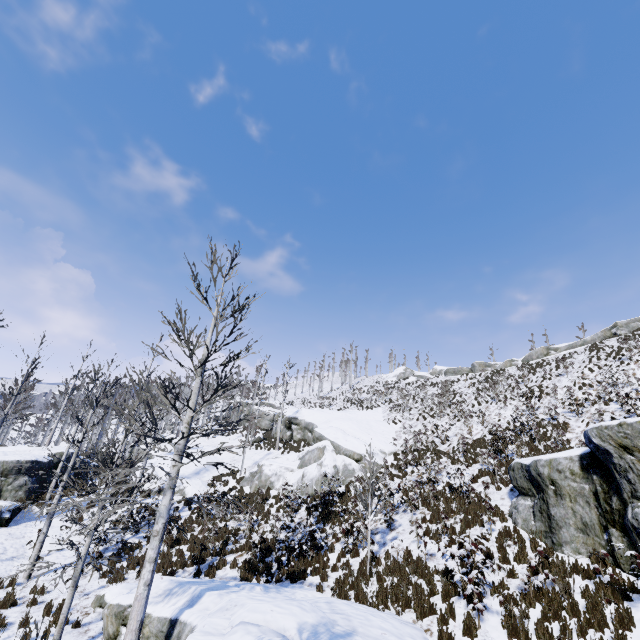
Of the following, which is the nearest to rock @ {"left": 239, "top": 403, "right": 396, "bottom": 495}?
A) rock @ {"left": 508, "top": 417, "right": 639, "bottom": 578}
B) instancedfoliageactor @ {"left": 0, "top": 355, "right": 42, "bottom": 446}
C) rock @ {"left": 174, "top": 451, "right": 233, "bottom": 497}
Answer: rock @ {"left": 174, "top": 451, "right": 233, "bottom": 497}

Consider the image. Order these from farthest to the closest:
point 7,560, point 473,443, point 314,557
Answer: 1. point 473,443
2. point 7,560
3. point 314,557

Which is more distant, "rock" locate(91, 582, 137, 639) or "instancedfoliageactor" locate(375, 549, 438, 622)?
"rock" locate(91, 582, 137, 639)

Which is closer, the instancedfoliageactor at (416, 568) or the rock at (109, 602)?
the rock at (109, 602)

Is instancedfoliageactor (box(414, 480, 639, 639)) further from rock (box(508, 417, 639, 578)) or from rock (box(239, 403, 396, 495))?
rock (box(239, 403, 396, 495))

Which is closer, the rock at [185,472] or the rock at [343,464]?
the rock at [343,464]

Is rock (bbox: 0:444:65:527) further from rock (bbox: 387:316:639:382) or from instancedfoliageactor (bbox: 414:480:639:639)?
rock (bbox: 387:316:639:382)

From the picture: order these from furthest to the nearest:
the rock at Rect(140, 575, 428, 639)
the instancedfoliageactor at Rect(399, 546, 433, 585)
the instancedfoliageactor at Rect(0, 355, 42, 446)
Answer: the instancedfoliageactor at Rect(0, 355, 42, 446) → the instancedfoliageactor at Rect(399, 546, 433, 585) → the rock at Rect(140, 575, 428, 639)
